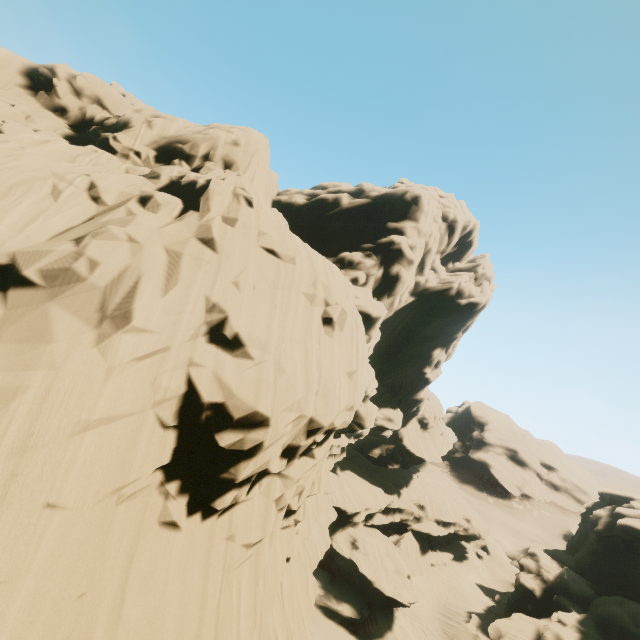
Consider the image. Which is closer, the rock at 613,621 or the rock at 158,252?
the rock at 158,252

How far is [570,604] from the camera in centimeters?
3092cm

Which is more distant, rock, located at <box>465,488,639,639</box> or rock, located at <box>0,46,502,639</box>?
rock, located at <box>465,488,639,639</box>
